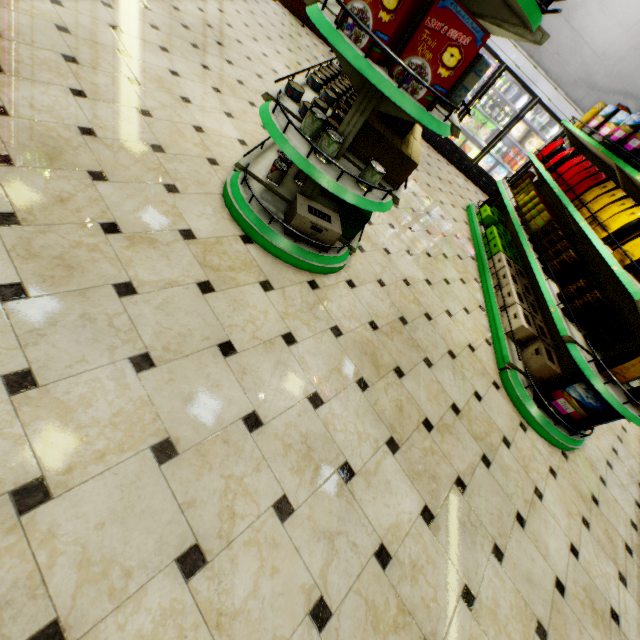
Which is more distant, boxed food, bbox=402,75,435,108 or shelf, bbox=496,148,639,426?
shelf, bbox=496,148,639,426

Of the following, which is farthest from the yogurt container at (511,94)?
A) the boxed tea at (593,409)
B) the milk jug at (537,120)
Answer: the boxed tea at (593,409)

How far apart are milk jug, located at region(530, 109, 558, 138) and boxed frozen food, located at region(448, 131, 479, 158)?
1.16m

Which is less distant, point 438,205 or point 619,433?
point 619,433

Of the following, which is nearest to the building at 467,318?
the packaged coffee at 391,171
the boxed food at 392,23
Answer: the packaged coffee at 391,171

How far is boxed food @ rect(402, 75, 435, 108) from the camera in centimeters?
178cm

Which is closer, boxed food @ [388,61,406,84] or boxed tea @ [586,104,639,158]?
boxed food @ [388,61,406,84]

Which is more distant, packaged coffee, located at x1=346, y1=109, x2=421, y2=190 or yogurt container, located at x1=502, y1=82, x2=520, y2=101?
yogurt container, located at x1=502, y1=82, x2=520, y2=101
